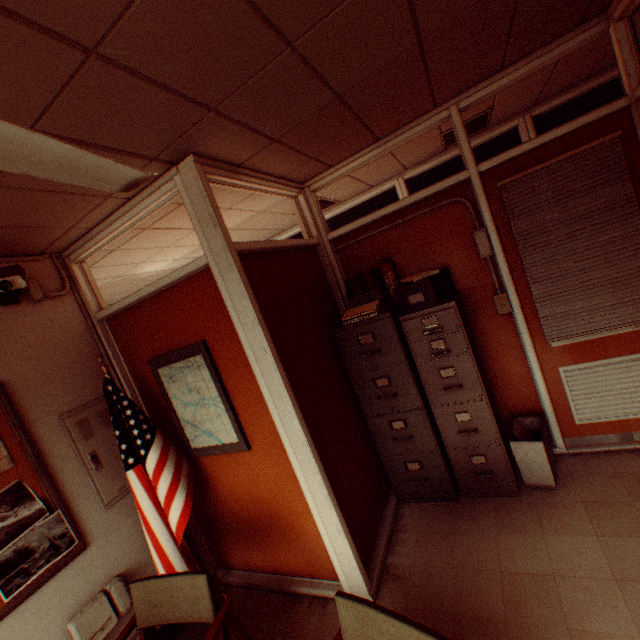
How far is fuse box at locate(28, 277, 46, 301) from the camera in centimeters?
264cm

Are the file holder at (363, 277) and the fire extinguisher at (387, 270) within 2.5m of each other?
yes

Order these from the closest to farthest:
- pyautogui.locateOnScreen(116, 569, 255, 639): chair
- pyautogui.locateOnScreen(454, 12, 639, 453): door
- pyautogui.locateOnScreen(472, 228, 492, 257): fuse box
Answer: pyautogui.locateOnScreen(116, 569, 255, 639): chair, pyautogui.locateOnScreen(454, 12, 639, 453): door, pyautogui.locateOnScreen(472, 228, 492, 257): fuse box

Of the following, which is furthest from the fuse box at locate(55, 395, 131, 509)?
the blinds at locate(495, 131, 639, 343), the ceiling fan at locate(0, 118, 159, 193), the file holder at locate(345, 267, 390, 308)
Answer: the blinds at locate(495, 131, 639, 343)

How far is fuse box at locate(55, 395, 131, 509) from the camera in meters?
2.6 m

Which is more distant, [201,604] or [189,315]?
[189,315]

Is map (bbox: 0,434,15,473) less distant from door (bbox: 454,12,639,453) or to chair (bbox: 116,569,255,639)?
chair (bbox: 116,569,255,639)

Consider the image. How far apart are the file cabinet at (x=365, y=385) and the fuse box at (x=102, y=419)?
2.17m
